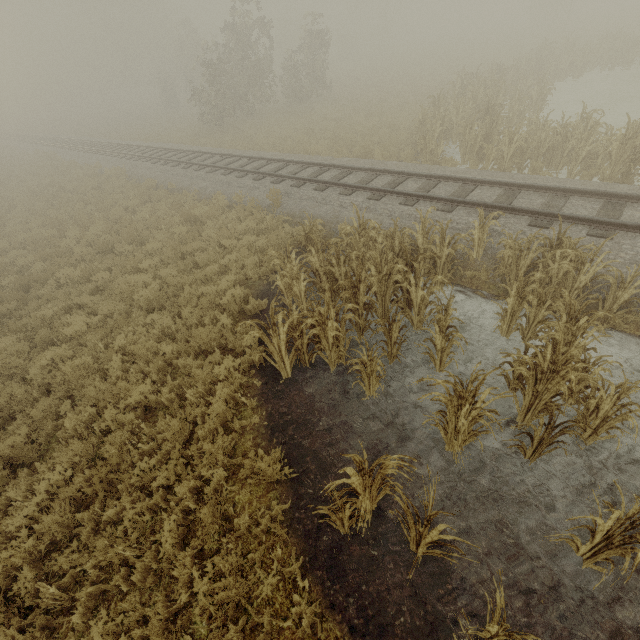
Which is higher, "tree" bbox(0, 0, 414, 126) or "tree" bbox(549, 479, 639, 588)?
"tree" bbox(0, 0, 414, 126)

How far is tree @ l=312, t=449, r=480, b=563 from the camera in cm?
333

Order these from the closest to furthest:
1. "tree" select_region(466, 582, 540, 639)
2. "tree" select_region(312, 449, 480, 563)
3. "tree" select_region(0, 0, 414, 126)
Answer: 1. "tree" select_region(466, 582, 540, 639)
2. "tree" select_region(312, 449, 480, 563)
3. "tree" select_region(0, 0, 414, 126)

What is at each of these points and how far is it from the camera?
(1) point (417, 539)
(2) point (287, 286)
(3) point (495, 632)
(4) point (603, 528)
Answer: (1) tree, 3.84m
(2) tree, 7.76m
(3) tree, 3.17m
(4) tree, 3.31m

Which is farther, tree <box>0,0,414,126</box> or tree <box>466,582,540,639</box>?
tree <box>0,0,414,126</box>

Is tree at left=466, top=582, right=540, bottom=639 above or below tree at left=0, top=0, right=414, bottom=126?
below

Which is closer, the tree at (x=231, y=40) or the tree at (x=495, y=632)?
the tree at (x=495, y=632)

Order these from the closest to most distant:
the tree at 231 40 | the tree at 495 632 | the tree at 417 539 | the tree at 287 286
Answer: the tree at 495 632, the tree at 417 539, the tree at 287 286, the tree at 231 40
